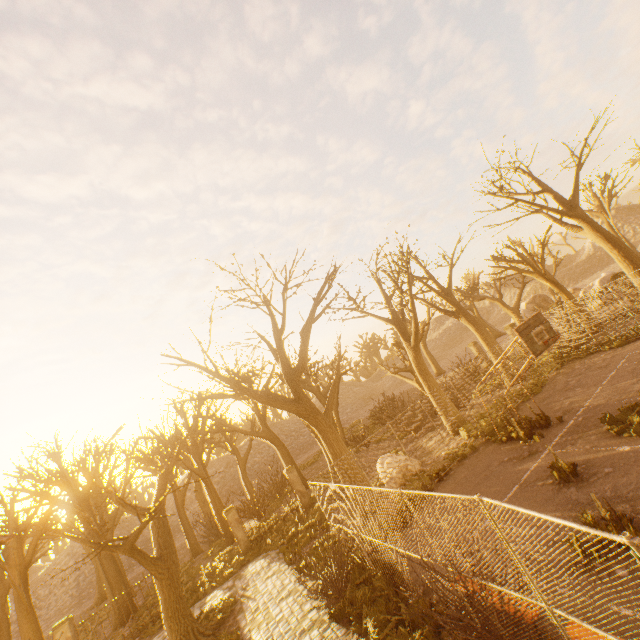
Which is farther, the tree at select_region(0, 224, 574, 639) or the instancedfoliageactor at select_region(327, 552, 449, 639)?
the tree at select_region(0, 224, 574, 639)

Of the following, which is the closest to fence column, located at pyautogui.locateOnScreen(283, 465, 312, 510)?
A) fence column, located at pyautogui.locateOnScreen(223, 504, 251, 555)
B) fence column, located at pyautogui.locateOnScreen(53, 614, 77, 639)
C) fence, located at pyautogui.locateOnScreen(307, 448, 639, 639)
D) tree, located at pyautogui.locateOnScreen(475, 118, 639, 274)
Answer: tree, located at pyautogui.locateOnScreen(475, 118, 639, 274)

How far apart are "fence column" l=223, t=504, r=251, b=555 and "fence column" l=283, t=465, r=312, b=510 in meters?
3.3

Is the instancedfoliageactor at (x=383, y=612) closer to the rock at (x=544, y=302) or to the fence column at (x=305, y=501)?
the fence column at (x=305, y=501)

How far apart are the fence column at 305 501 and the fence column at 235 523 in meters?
3.3 m

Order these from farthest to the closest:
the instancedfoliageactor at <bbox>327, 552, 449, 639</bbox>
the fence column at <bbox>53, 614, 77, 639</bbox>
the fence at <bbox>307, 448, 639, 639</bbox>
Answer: the fence column at <bbox>53, 614, 77, 639</bbox> < the instancedfoliageactor at <bbox>327, 552, 449, 639</bbox> < the fence at <bbox>307, 448, 639, 639</bbox>

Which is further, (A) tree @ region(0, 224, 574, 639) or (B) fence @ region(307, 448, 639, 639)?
(A) tree @ region(0, 224, 574, 639)

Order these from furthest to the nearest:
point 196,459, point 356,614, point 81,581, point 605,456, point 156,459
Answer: point 156,459 → point 81,581 → point 196,459 → point 605,456 → point 356,614
